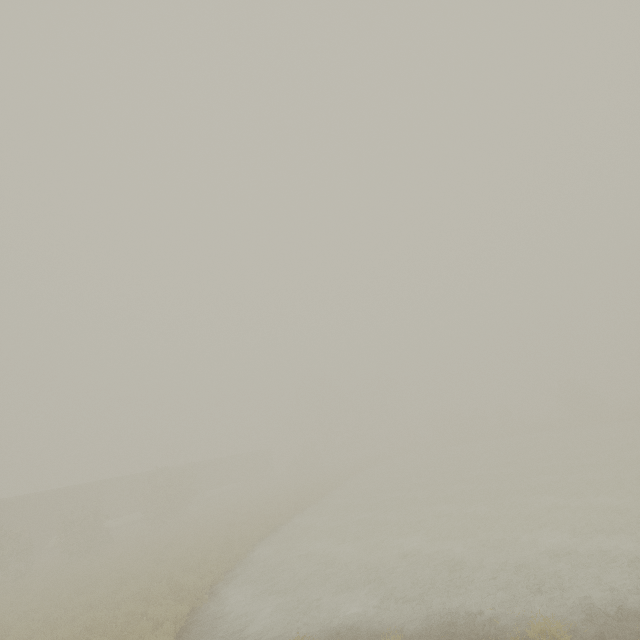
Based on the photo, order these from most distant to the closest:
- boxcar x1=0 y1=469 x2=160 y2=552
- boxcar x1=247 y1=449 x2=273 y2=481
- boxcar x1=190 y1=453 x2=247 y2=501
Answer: boxcar x1=247 y1=449 x2=273 y2=481, boxcar x1=190 y1=453 x2=247 y2=501, boxcar x1=0 y1=469 x2=160 y2=552

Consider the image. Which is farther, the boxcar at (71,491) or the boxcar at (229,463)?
the boxcar at (229,463)

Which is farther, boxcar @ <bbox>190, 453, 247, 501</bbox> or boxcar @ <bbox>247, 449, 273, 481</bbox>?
boxcar @ <bbox>247, 449, 273, 481</bbox>

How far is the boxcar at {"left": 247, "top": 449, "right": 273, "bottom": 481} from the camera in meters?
52.6

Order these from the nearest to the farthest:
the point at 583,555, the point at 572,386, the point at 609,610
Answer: the point at 609,610 → the point at 583,555 → the point at 572,386
